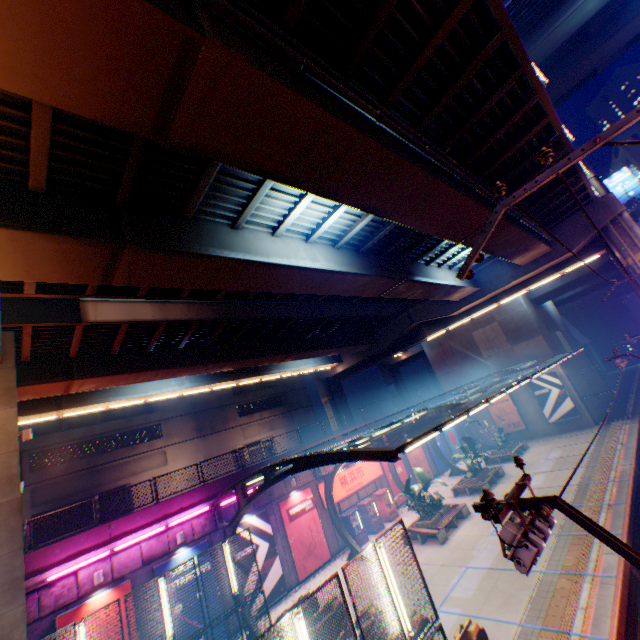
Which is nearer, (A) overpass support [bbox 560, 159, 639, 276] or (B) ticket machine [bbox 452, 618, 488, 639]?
(B) ticket machine [bbox 452, 618, 488, 639]

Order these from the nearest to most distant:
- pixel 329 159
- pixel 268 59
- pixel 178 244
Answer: pixel 268 59
pixel 329 159
pixel 178 244

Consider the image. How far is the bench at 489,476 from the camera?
23.0m

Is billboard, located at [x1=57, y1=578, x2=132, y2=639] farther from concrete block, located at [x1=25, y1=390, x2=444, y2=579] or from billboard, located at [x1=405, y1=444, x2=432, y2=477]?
billboard, located at [x1=405, y1=444, x2=432, y2=477]

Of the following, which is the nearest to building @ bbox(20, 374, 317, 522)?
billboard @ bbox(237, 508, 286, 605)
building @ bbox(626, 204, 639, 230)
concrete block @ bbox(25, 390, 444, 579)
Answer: concrete block @ bbox(25, 390, 444, 579)

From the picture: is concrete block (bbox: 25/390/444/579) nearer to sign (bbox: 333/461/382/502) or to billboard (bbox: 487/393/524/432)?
sign (bbox: 333/461/382/502)

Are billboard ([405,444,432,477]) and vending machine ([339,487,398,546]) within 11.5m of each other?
yes

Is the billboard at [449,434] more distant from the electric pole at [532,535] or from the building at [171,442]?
the electric pole at [532,535]
